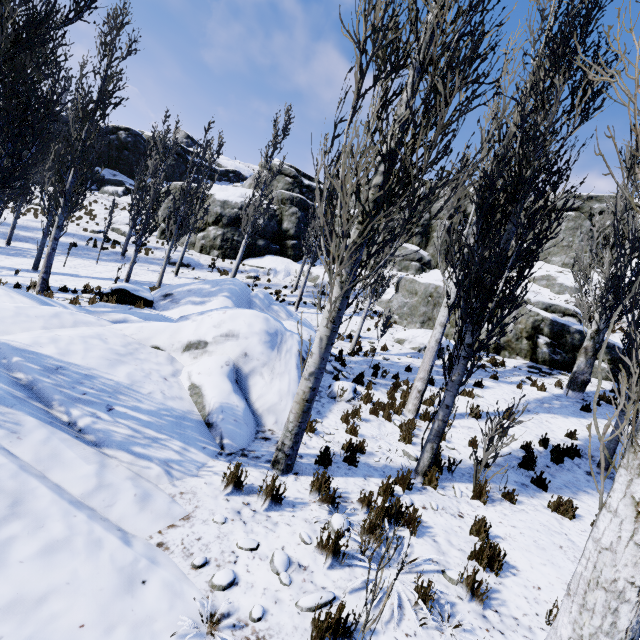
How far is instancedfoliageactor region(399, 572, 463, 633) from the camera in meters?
3.3 m

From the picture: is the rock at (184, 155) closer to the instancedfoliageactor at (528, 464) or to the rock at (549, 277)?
the instancedfoliageactor at (528, 464)

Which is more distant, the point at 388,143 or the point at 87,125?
the point at 87,125

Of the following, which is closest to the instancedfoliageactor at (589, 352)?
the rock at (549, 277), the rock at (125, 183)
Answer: the rock at (125, 183)

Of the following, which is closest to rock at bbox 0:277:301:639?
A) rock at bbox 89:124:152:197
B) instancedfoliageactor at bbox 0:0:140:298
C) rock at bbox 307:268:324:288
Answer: instancedfoliageactor at bbox 0:0:140:298

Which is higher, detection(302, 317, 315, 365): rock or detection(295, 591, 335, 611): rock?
detection(302, 317, 315, 365): rock

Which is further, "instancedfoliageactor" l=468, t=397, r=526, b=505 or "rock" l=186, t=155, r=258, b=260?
"rock" l=186, t=155, r=258, b=260
